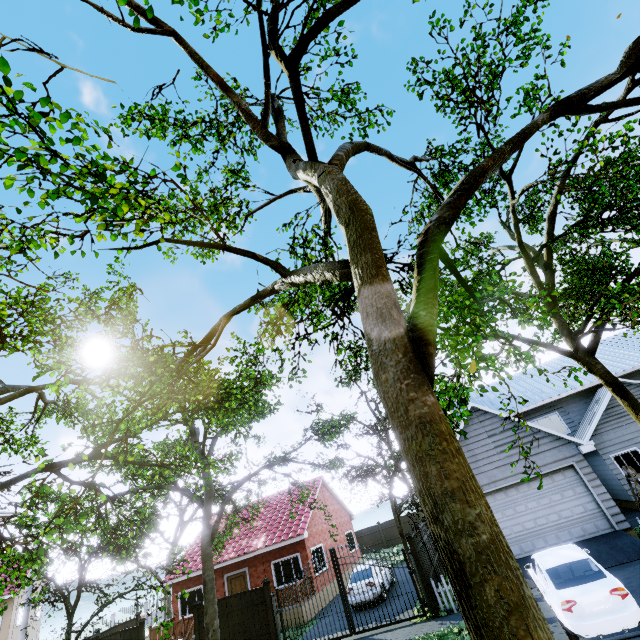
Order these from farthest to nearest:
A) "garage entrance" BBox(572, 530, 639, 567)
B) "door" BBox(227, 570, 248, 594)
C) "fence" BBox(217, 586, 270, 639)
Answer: "door" BBox(227, 570, 248, 594) < "fence" BBox(217, 586, 270, 639) < "garage entrance" BBox(572, 530, 639, 567)

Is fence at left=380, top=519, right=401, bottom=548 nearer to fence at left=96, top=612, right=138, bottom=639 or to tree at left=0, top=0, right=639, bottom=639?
fence at left=96, top=612, right=138, bottom=639

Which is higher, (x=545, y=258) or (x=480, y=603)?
(x=545, y=258)

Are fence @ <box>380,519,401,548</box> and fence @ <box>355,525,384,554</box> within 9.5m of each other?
yes

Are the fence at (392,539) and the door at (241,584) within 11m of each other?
no

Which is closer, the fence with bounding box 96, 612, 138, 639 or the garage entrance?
the garage entrance

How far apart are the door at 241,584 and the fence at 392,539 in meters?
17.9

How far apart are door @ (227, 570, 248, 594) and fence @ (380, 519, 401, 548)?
17.9 meters
